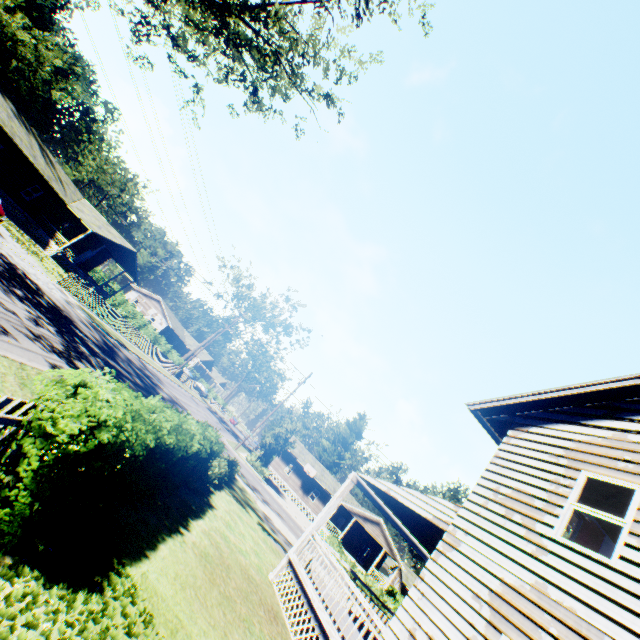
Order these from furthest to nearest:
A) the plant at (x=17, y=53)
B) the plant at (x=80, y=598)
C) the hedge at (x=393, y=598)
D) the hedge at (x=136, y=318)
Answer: the hedge at (x=136, y=318) < the plant at (x=17, y=53) < the hedge at (x=393, y=598) < the plant at (x=80, y=598)

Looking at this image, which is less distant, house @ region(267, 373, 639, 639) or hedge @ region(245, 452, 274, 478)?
house @ region(267, 373, 639, 639)

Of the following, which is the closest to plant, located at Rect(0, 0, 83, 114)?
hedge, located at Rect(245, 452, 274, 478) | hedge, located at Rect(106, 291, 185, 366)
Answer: hedge, located at Rect(245, 452, 274, 478)

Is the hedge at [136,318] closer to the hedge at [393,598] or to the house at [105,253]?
the house at [105,253]

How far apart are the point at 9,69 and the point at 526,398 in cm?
9022

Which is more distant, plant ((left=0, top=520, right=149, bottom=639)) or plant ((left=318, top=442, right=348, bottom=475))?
plant ((left=318, top=442, right=348, bottom=475))

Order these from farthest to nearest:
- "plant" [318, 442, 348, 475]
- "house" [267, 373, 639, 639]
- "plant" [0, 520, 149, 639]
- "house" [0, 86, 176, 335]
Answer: "plant" [318, 442, 348, 475] < "house" [0, 86, 176, 335] < "house" [267, 373, 639, 639] < "plant" [0, 520, 149, 639]

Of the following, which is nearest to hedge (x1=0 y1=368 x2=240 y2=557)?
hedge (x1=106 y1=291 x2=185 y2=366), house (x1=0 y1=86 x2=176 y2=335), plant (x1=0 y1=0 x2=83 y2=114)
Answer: plant (x1=0 y1=0 x2=83 y2=114)
